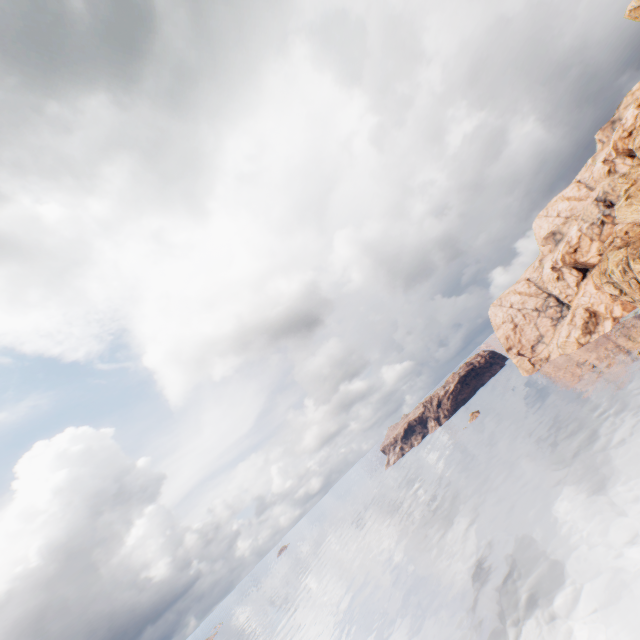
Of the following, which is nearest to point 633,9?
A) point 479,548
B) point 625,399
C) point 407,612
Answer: point 625,399
